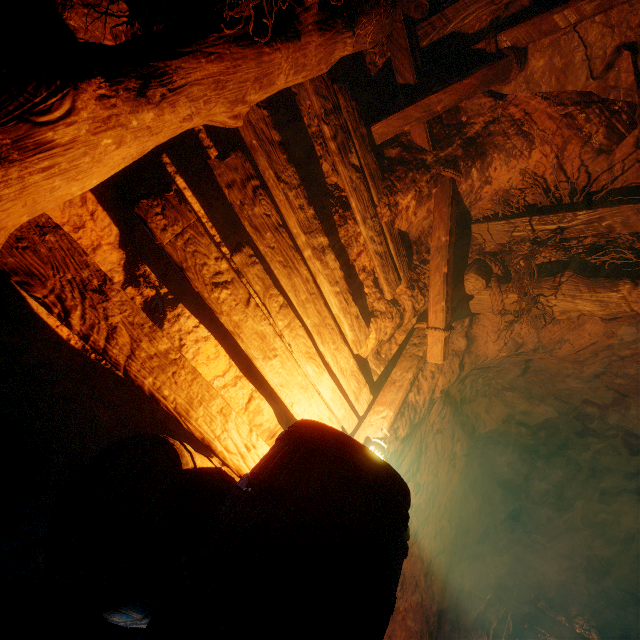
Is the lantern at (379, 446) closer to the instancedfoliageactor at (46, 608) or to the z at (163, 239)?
the z at (163, 239)

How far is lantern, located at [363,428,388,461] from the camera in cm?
208

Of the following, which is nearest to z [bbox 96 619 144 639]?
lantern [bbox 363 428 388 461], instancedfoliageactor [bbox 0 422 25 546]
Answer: instancedfoliageactor [bbox 0 422 25 546]

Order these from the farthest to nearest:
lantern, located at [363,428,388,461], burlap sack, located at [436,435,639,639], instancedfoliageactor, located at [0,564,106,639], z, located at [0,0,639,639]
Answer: burlap sack, located at [436,435,639,639] → lantern, located at [363,428,388,461] → z, located at [0,0,639,639] → instancedfoliageactor, located at [0,564,106,639]

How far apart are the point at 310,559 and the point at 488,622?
10.0m

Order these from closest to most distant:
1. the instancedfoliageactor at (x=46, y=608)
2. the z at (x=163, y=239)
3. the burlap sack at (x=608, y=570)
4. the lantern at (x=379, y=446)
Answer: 1. the instancedfoliageactor at (x=46, y=608)
2. the z at (x=163, y=239)
3. the lantern at (x=379, y=446)
4. the burlap sack at (x=608, y=570)

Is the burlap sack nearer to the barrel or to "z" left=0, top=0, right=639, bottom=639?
"z" left=0, top=0, right=639, bottom=639

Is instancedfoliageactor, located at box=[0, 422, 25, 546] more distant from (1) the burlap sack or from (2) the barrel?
(1) the burlap sack
